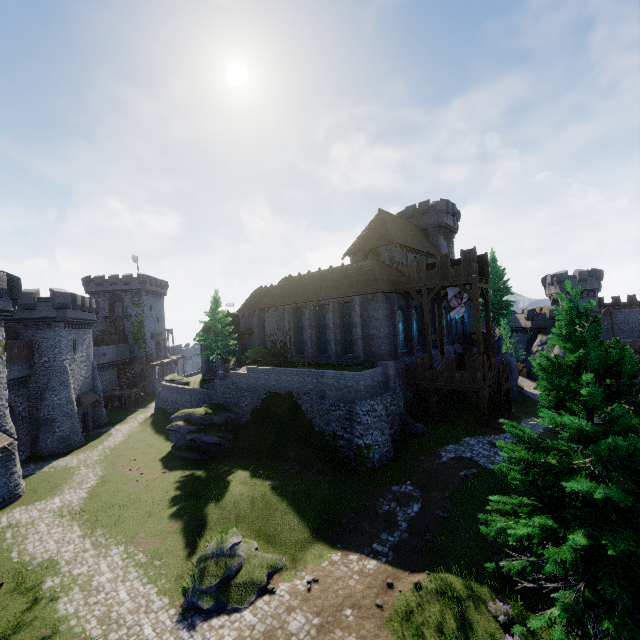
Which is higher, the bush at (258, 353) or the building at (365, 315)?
the building at (365, 315)

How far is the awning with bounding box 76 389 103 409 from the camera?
37.2m

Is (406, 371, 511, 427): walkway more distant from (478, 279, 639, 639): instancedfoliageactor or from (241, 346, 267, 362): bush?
(241, 346, 267, 362): bush

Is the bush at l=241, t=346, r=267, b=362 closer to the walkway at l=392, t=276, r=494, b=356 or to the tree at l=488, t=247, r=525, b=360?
the walkway at l=392, t=276, r=494, b=356

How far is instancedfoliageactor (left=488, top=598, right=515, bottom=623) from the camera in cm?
1084

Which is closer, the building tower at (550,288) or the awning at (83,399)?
the awning at (83,399)

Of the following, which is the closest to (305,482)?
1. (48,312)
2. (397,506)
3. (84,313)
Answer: (397,506)

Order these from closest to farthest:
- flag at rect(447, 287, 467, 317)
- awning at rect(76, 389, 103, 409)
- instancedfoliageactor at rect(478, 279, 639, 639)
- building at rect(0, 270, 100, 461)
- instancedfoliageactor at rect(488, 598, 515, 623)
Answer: instancedfoliageactor at rect(478, 279, 639, 639) → instancedfoliageactor at rect(488, 598, 515, 623) → building at rect(0, 270, 100, 461) → flag at rect(447, 287, 467, 317) → awning at rect(76, 389, 103, 409)
